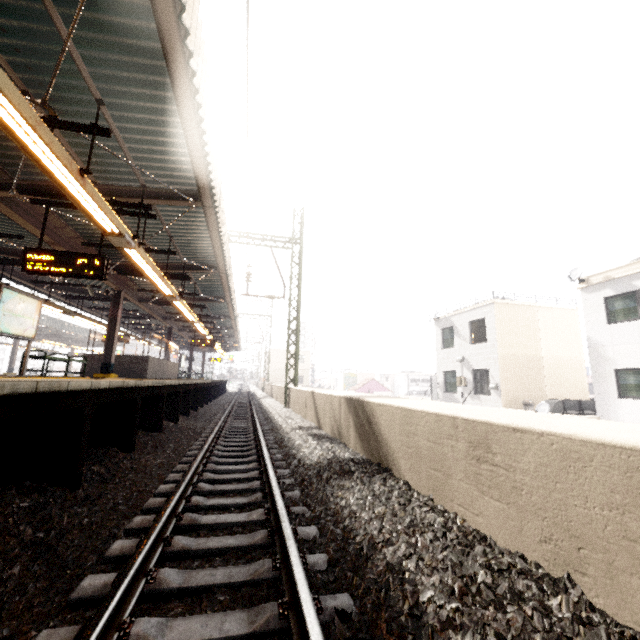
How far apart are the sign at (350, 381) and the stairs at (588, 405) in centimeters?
4055cm

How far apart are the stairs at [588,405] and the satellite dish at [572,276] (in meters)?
5.58

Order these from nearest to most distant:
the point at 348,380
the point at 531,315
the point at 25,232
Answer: the point at 25,232, the point at 531,315, the point at 348,380

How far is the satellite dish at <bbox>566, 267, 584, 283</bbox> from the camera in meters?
14.2

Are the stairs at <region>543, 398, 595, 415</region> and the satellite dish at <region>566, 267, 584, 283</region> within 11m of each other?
yes

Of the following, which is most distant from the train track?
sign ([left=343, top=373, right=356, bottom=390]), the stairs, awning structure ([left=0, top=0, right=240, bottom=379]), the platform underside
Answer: sign ([left=343, top=373, right=356, bottom=390])

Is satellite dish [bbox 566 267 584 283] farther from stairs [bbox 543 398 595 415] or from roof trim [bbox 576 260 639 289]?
stairs [bbox 543 398 595 415]

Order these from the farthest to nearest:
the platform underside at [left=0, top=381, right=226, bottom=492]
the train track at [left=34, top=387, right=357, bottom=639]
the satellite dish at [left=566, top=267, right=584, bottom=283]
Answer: the satellite dish at [left=566, top=267, right=584, bottom=283]
the platform underside at [left=0, top=381, right=226, bottom=492]
the train track at [left=34, top=387, right=357, bottom=639]
